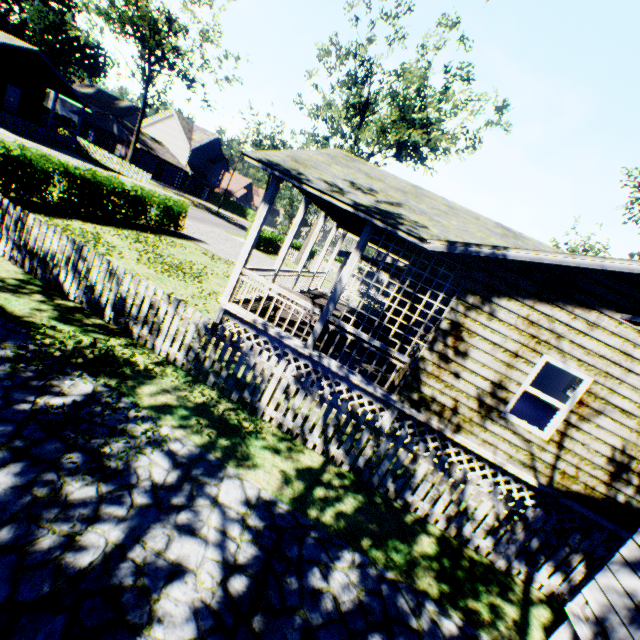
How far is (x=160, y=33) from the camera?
31.45m

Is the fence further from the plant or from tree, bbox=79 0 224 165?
the plant

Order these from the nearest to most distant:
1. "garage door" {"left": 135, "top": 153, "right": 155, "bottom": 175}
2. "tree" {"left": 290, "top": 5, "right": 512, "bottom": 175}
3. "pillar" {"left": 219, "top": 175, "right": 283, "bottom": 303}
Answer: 1. "pillar" {"left": 219, "top": 175, "right": 283, "bottom": 303}
2. "tree" {"left": 290, "top": 5, "right": 512, "bottom": 175}
3. "garage door" {"left": 135, "top": 153, "right": 155, "bottom": 175}

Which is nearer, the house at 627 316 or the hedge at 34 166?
the house at 627 316

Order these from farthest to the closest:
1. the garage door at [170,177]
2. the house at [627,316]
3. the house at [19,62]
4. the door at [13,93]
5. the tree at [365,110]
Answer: the garage door at [170,177]
the door at [13,93]
the house at [19,62]
the tree at [365,110]
the house at [627,316]

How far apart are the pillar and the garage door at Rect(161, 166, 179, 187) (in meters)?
52.13

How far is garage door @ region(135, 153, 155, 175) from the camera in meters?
45.2

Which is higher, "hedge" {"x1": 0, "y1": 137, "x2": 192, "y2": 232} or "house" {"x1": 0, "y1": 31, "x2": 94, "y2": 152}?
"house" {"x1": 0, "y1": 31, "x2": 94, "y2": 152}
